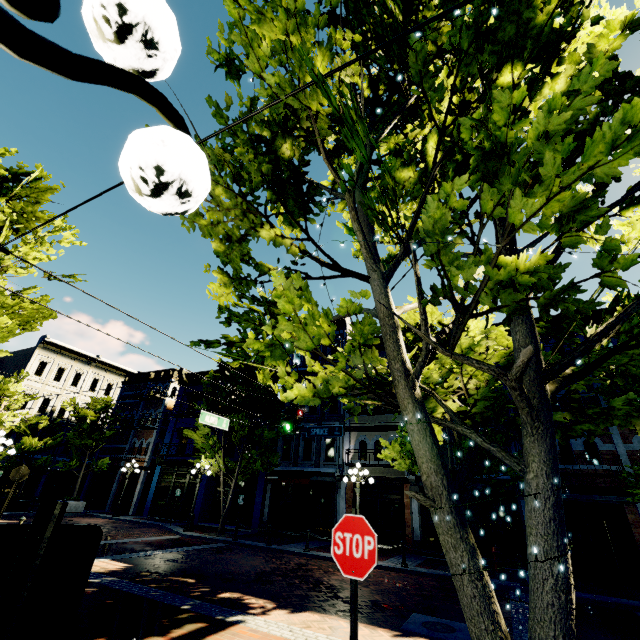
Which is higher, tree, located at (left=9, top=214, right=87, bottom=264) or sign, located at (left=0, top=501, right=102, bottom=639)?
tree, located at (left=9, top=214, right=87, bottom=264)

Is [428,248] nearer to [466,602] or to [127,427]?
[466,602]

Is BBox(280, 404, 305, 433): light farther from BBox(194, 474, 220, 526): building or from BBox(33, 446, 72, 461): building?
BBox(33, 446, 72, 461): building

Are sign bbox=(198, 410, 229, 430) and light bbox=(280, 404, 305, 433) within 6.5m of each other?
yes

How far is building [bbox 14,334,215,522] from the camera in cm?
2433

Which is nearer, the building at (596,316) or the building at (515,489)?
the building at (515,489)

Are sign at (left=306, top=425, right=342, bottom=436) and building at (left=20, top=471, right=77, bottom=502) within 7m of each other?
no

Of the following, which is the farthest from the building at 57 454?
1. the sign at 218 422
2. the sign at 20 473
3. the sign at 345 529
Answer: the sign at 345 529
